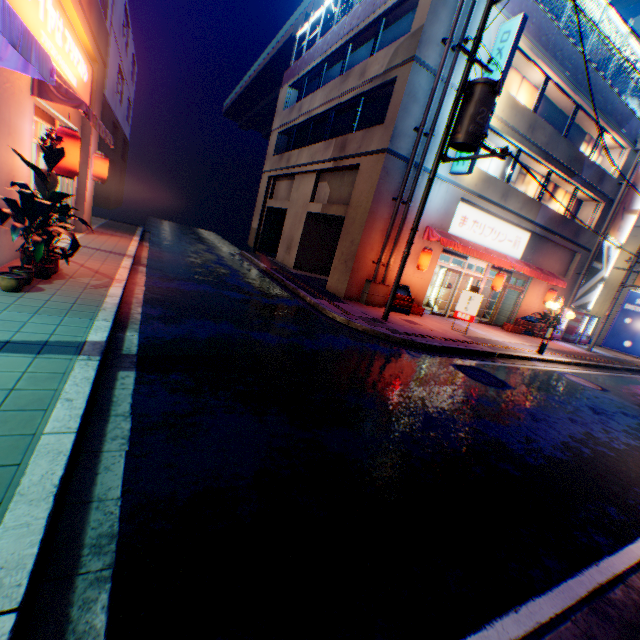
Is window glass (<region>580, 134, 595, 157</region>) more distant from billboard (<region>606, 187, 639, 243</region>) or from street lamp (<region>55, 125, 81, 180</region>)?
street lamp (<region>55, 125, 81, 180</region>)

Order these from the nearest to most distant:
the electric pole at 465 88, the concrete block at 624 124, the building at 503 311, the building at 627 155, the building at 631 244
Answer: the electric pole at 465 88 → the concrete block at 624 124 → the building at 627 155 → the building at 503 311 → the building at 631 244

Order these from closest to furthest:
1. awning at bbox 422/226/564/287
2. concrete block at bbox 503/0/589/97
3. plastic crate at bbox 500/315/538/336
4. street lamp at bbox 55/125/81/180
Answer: street lamp at bbox 55/125/81/180, concrete block at bbox 503/0/589/97, awning at bbox 422/226/564/287, plastic crate at bbox 500/315/538/336

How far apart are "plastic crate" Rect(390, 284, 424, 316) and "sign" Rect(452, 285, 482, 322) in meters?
1.3 m

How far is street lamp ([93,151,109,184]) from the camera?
10.8m

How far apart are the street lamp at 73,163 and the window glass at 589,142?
22.92m

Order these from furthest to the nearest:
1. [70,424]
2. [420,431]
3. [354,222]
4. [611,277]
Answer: [611,277] → [354,222] → [420,431] → [70,424]

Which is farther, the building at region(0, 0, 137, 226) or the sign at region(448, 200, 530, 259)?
the sign at region(448, 200, 530, 259)
